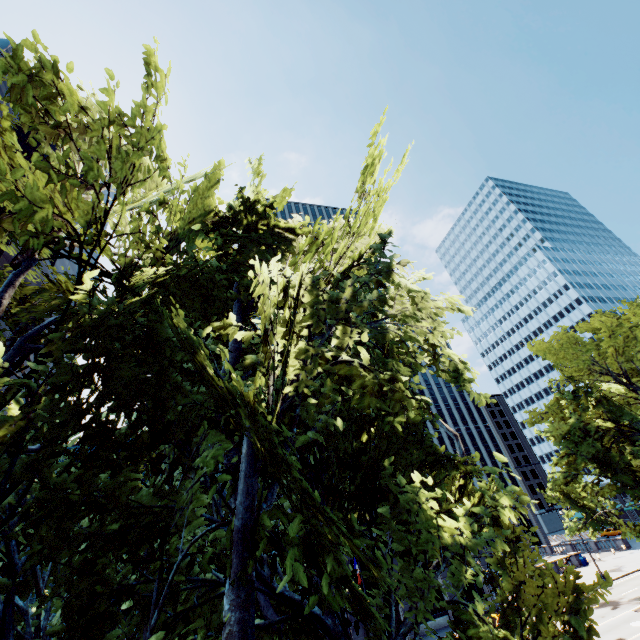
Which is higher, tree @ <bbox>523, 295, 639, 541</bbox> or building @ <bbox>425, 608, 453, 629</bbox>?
tree @ <bbox>523, 295, 639, 541</bbox>

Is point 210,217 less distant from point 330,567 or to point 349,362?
point 349,362

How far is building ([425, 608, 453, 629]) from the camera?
34.9 meters

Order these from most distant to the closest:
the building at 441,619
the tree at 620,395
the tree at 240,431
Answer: the building at 441,619, the tree at 620,395, the tree at 240,431

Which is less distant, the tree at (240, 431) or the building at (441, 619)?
the tree at (240, 431)

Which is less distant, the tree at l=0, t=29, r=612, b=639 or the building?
the tree at l=0, t=29, r=612, b=639

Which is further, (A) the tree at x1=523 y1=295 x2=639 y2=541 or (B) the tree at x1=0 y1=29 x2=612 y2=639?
(A) the tree at x1=523 y1=295 x2=639 y2=541

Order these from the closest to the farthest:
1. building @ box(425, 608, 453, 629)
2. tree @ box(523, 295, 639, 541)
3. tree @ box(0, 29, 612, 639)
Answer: tree @ box(0, 29, 612, 639) < tree @ box(523, 295, 639, 541) < building @ box(425, 608, 453, 629)
